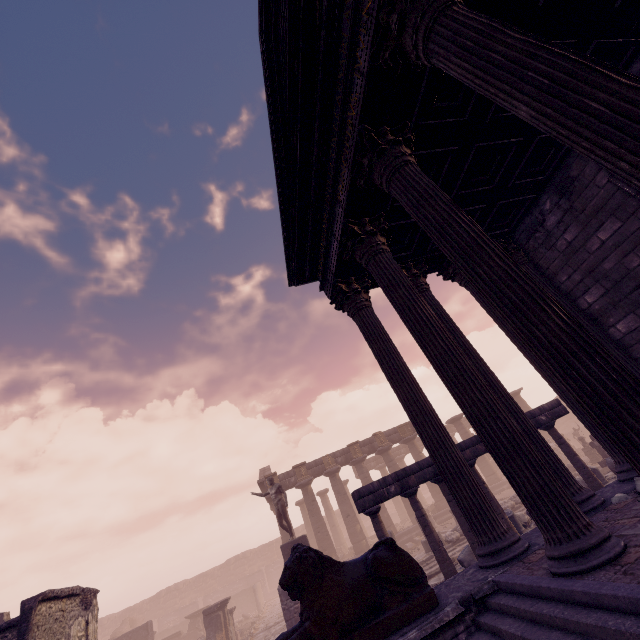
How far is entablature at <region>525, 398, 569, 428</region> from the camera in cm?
1027

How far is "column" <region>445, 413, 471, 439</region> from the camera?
26.41m

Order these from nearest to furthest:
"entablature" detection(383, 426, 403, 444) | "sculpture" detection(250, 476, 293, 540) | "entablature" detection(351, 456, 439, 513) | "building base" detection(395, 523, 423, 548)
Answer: "entablature" detection(351, 456, 439, 513), "sculpture" detection(250, 476, 293, 540), "building base" detection(395, 523, 423, 548), "entablature" detection(383, 426, 403, 444)

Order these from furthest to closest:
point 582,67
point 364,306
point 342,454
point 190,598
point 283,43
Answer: point 190,598, point 342,454, point 364,306, point 283,43, point 582,67

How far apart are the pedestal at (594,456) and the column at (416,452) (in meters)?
9.23

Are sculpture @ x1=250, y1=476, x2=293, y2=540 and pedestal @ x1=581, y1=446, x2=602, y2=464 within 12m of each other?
no

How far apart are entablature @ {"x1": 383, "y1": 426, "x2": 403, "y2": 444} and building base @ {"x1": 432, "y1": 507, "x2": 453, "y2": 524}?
5.3 meters

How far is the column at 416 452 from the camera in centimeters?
2511cm
